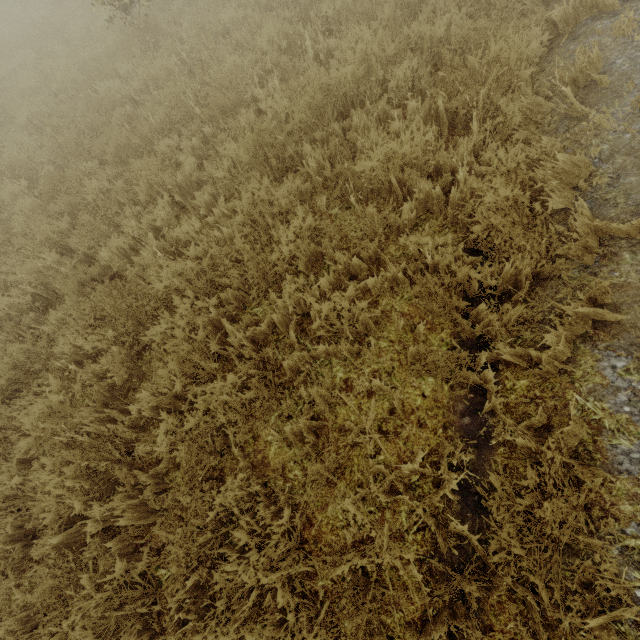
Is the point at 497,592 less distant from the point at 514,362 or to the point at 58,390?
Answer: the point at 514,362
